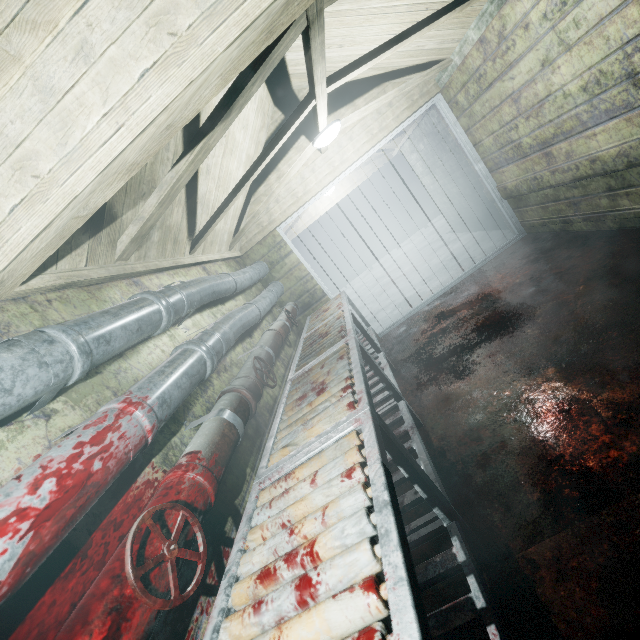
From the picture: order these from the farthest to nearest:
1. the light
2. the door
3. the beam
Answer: the door → the light → the beam

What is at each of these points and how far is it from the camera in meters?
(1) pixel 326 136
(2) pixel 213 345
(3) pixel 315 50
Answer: (1) light, 3.0
(2) pipe, 1.8
(3) beam, 1.8

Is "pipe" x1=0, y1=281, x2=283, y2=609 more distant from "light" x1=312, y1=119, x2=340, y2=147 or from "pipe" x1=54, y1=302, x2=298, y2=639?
"light" x1=312, y1=119, x2=340, y2=147

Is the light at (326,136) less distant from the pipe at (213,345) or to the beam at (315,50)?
the beam at (315,50)

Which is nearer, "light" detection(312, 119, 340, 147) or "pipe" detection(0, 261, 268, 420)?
"pipe" detection(0, 261, 268, 420)

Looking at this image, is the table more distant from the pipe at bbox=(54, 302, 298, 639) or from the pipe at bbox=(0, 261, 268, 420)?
the pipe at bbox=(0, 261, 268, 420)

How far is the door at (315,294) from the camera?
4.2m

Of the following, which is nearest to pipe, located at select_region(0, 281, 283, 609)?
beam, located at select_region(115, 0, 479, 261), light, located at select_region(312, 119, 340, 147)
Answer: beam, located at select_region(115, 0, 479, 261)
